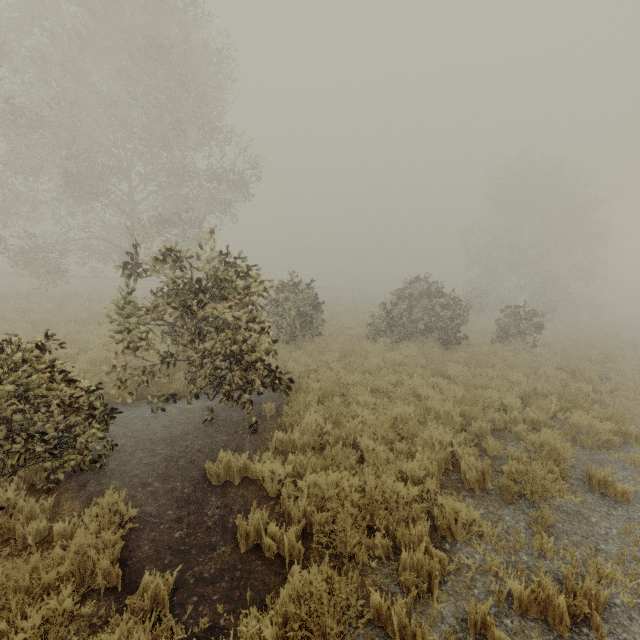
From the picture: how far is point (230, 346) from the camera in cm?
744
